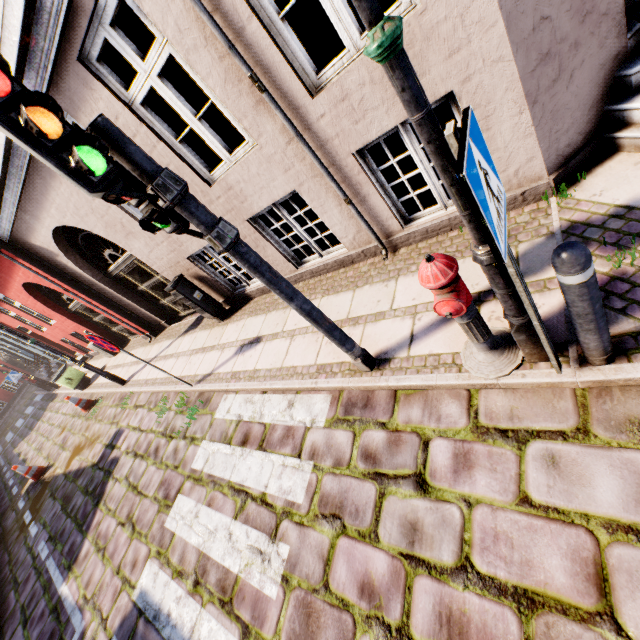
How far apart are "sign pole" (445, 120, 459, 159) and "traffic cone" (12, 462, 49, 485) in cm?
1286

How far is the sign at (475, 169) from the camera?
1.16m

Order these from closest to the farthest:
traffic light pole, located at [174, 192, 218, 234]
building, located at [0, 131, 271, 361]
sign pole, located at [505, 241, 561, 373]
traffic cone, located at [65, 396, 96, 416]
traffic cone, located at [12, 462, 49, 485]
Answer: sign pole, located at [505, 241, 561, 373] < traffic light pole, located at [174, 192, 218, 234] < building, located at [0, 131, 271, 361] < traffic cone, located at [12, 462, 49, 485] < traffic cone, located at [65, 396, 96, 416]

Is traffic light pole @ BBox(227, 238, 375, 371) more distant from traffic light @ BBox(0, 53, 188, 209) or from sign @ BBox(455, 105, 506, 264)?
sign @ BBox(455, 105, 506, 264)

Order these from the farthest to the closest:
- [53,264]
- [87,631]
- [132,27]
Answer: [132,27]
[53,264]
[87,631]

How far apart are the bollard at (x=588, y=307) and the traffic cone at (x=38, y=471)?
13.04m

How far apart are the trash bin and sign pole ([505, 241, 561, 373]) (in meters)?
14.26

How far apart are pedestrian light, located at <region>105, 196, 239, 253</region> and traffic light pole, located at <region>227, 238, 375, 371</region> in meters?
0.0
